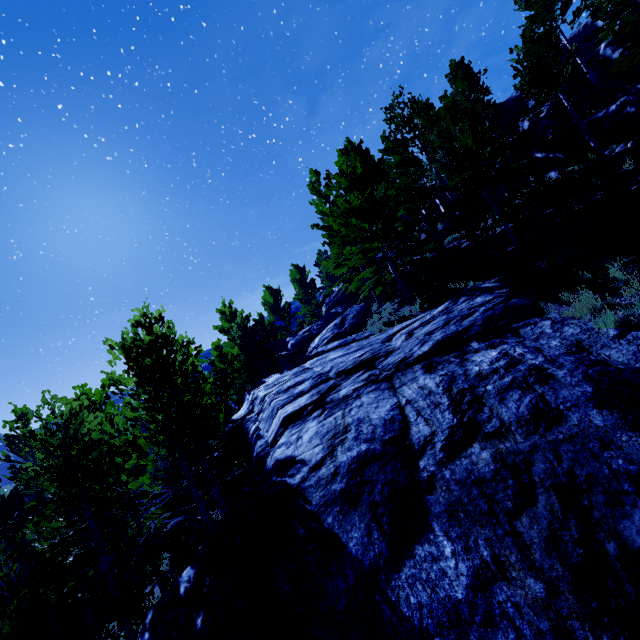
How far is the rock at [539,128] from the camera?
24.05m

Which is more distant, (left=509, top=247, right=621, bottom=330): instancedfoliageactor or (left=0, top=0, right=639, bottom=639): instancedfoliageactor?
(left=0, top=0, right=639, bottom=639): instancedfoliageactor

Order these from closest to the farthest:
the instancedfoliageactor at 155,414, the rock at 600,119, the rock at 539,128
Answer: the instancedfoliageactor at 155,414 → the rock at 600,119 → the rock at 539,128

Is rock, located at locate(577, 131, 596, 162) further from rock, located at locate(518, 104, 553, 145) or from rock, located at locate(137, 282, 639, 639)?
rock, located at locate(518, 104, 553, 145)

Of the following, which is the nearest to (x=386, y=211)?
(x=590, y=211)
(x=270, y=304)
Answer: (x=590, y=211)

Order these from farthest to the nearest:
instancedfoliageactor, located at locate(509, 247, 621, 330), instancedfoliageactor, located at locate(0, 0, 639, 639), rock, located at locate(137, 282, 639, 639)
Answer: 1. instancedfoliageactor, located at locate(0, 0, 639, 639)
2. instancedfoliageactor, located at locate(509, 247, 621, 330)
3. rock, located at locate(137, 282, 639, 639)

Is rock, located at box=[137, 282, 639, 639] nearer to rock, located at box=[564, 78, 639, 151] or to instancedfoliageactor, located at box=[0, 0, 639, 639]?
instancedfoliageactor, located at box=[0, 0, 639, 639]

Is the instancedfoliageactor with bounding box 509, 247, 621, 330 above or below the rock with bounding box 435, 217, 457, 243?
below
